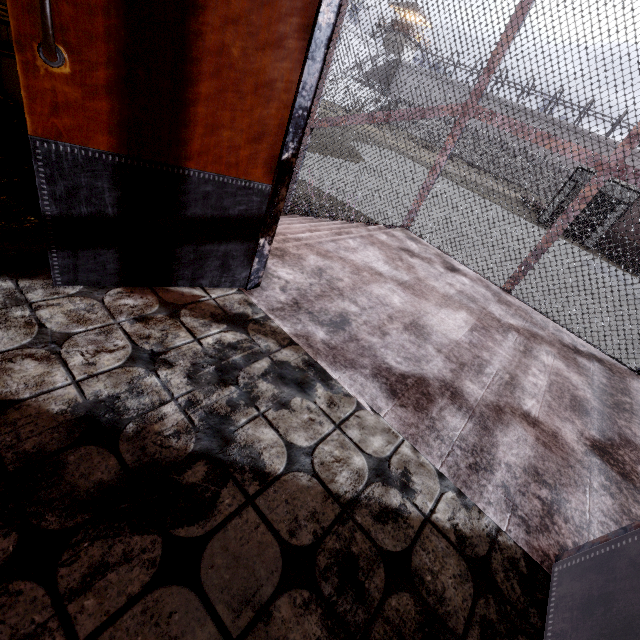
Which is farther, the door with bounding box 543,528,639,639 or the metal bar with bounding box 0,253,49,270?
the metal bar with bounding box 0,253,49,270

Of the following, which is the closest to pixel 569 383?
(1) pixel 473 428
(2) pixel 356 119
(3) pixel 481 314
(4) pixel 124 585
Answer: (3) pixel 481 314

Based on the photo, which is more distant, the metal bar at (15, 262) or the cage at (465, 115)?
the cage at (465, 115)

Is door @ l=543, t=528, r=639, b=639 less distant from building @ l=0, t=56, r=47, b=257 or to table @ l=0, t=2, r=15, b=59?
building @ l=0, t=56, r=47, b=257

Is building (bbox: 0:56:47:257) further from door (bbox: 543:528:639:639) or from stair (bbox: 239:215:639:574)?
door (bbox: 543:528:639:639)

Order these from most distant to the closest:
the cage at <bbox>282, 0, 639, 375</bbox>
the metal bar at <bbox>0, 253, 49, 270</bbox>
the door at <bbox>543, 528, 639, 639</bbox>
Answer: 1. the cage at <bbox>282, 0, 639, 375</bbox>
2. the metal bar at <bbox>0, 253, 49, 270</bbox>
3. the door at <bbox>543, 528, 639, 639</bbox>

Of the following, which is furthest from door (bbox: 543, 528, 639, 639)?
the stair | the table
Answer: the table

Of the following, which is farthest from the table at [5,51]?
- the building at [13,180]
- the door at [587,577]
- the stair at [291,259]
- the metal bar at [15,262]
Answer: the door at [587,577]
